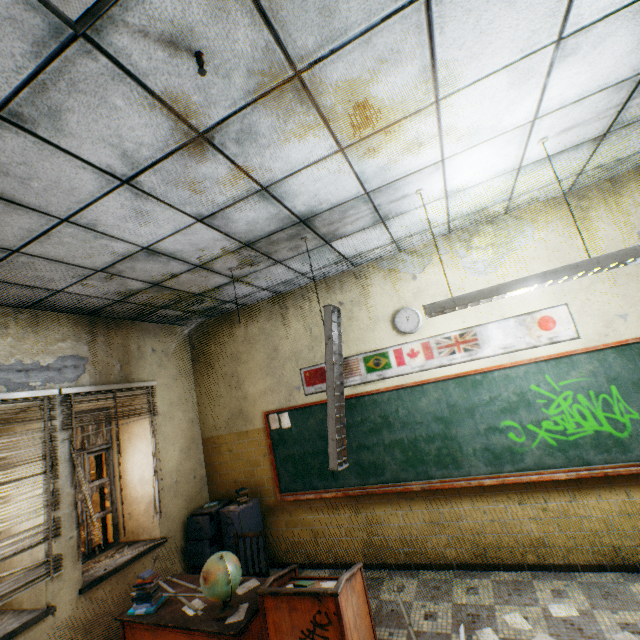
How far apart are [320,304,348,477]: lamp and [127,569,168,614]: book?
2.2m

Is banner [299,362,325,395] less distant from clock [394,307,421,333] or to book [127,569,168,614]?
clock [394,307,421,333]

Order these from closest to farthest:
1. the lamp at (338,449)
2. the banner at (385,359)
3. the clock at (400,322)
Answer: the lamp at (338,449) → the banner at (385,359) → the clock at (400,322)

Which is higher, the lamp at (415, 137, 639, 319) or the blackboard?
the lamp at (415, 137, 639, 319)

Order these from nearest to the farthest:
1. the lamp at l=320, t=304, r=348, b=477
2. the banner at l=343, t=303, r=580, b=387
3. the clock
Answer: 1. the lamp at l=320, t=304, r=348, b=477
2. the banner at l=343, t=303, r=580, b=387
3. the clock

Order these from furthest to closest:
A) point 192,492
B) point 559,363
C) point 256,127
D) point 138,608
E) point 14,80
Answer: point 192,492 → point 559,363 → point 138,608 → point 256,127 → point 14,80

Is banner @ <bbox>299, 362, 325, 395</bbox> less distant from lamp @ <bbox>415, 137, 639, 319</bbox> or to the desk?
lamp @ <bbox>415, 137, 639, 319</bbox>

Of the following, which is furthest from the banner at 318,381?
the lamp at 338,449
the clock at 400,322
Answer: the lamp at 338,449
